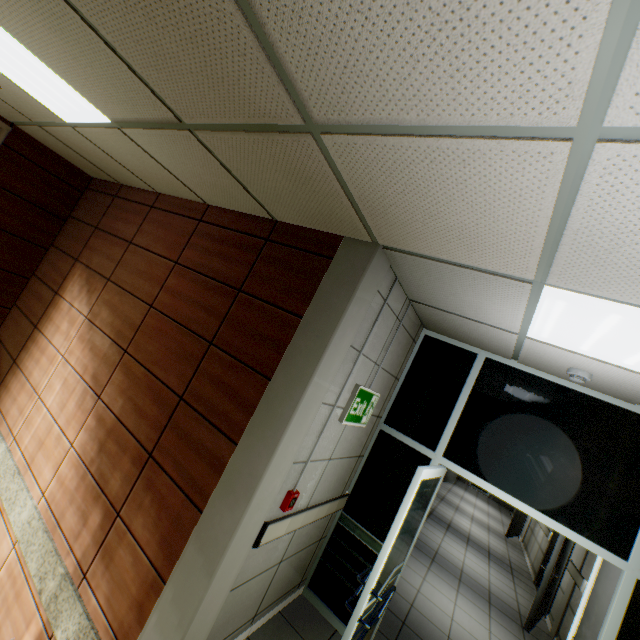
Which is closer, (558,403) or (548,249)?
(548,249)

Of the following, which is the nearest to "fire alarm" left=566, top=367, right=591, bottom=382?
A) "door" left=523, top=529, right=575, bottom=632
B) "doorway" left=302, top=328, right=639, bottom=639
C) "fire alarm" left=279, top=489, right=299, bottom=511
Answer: "doorway" left=302, top=328, right=639, bottom=639

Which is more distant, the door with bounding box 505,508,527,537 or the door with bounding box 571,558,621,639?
the door with bounding box 505,508,527,537

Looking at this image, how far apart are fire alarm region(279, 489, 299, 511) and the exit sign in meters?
0.7

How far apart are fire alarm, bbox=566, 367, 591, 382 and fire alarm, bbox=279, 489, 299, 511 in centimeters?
251cm

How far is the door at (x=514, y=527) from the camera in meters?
10.2

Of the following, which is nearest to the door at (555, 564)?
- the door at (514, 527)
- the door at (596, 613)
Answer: the door at (596, 613)

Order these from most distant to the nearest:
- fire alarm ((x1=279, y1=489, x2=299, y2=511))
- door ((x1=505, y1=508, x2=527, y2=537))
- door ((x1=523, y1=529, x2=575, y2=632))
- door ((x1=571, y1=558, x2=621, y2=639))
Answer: door ((x1=505, y1=508, x2=527, y2=537)) → door ((x1=523, y1=529, x2=575, y2=632)) → door ((x1=571, y1=558, x2=621, y2=639)) → fire alarm ((x1=279, y1=489, x2=299, y2=511))
